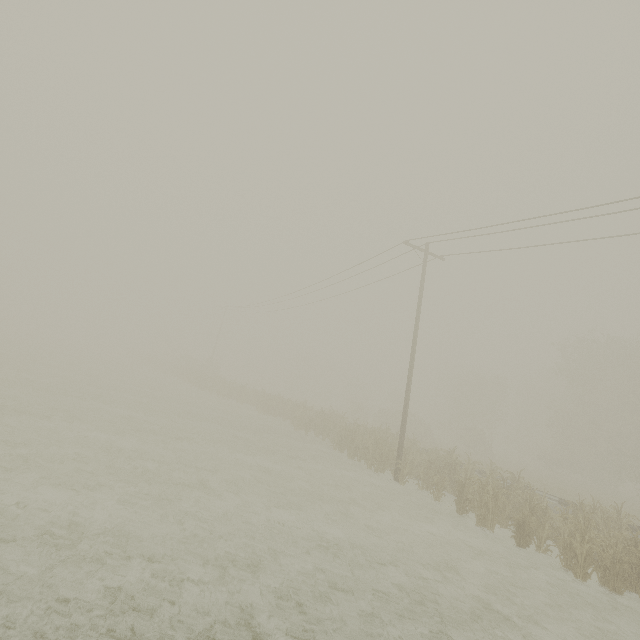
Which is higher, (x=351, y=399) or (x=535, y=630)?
(x=351, y=399)
